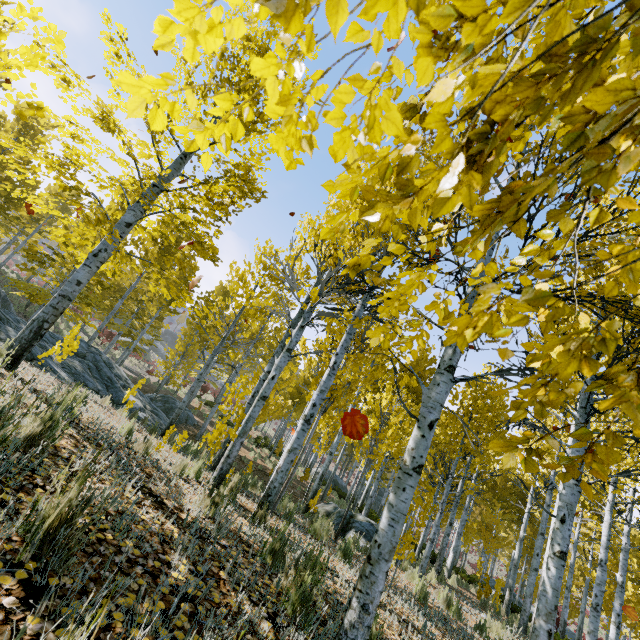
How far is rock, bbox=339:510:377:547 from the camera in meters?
9.6

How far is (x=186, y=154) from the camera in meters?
6.1

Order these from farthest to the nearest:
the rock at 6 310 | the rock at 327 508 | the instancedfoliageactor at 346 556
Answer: the rock at 327 508, the rock at 6 310, the instancedfoliageactor at 346 556

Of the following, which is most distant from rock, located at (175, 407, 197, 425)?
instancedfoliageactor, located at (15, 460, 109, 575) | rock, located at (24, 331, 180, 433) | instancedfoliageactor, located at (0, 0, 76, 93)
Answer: instancedfoliageactor, located at (15, 460, 109, 575)

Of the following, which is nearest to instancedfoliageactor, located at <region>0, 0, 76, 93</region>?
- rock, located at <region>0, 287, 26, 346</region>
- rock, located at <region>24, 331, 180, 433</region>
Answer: rock, located at <region>0, 287, 26, 346</region>

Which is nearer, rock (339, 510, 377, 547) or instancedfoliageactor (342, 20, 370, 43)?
instancedfoliageactor (342, 20, 370, 43)

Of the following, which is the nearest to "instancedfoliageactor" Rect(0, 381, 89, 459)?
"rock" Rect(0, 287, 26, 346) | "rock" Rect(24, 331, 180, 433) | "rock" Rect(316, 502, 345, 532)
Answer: "rock" Rect(0, 287, 26, 346)

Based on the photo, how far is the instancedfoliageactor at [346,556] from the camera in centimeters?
553cm
